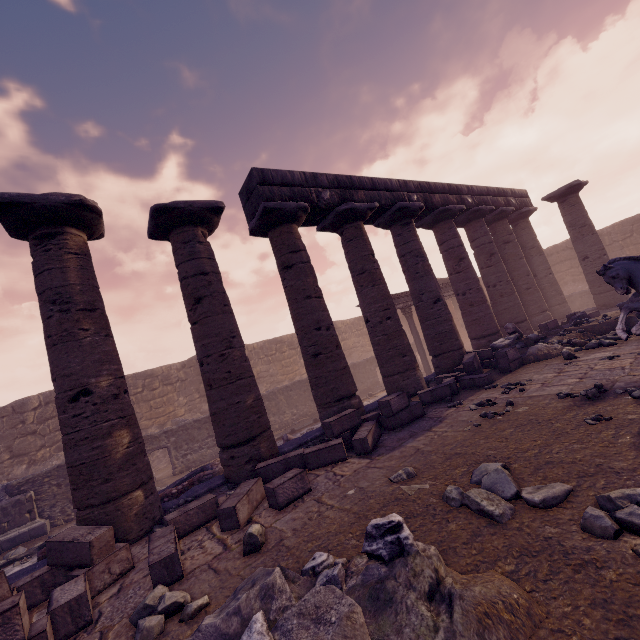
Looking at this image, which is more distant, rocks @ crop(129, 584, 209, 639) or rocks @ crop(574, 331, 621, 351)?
rocks @ crop(574, 331, 621, 351)

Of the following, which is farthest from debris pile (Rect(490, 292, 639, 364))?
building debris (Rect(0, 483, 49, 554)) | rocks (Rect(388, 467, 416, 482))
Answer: building debris (Rect(0, 483, 49, 554))

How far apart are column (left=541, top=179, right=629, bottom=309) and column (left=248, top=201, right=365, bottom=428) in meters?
12.2 m

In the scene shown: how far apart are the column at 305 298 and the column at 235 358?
0.83m

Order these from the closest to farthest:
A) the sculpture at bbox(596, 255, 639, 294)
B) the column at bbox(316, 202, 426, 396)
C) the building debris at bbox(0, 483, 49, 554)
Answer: the sculpture at bbox(596, 255, 639, 294) < the column at bbox(316, 202, 426, 396) < the building debris at bbox(0, 483, 49, 554)

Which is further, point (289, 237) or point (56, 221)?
point (289, 237)

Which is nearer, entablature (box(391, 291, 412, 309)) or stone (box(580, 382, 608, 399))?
stone (box(580, 382, 608, 399))

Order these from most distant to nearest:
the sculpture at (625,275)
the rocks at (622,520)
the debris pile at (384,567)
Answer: the sculpture at (625,275) → the rocks at (622,520) → the debris pile at (384,567)
